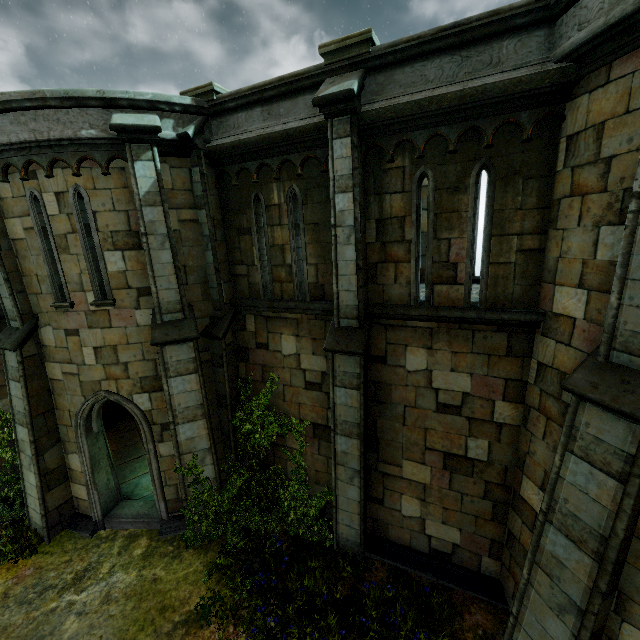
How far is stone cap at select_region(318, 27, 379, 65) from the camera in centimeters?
529cm

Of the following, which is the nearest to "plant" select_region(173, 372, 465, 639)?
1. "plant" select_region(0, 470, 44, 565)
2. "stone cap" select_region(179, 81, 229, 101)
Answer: "plant" select_region(0, 470, 44, 565)

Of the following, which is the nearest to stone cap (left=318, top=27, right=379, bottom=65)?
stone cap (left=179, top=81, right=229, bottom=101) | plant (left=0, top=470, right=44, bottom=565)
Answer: stone cap (left=179, top=81, right=229, bottom=101)

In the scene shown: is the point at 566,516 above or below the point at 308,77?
below

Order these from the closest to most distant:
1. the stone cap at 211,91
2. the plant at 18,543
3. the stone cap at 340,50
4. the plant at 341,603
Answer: the stone cap at 340,50
the plant at 341,603
the stone cap at 211,91
the plant at 18,543

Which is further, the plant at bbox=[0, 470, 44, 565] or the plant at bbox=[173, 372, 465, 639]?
the plant at bbox=[0, 470, 44, 565]

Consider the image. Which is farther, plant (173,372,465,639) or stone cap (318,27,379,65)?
plant (173,372,465,639)

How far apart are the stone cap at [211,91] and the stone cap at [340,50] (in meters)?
2.43
